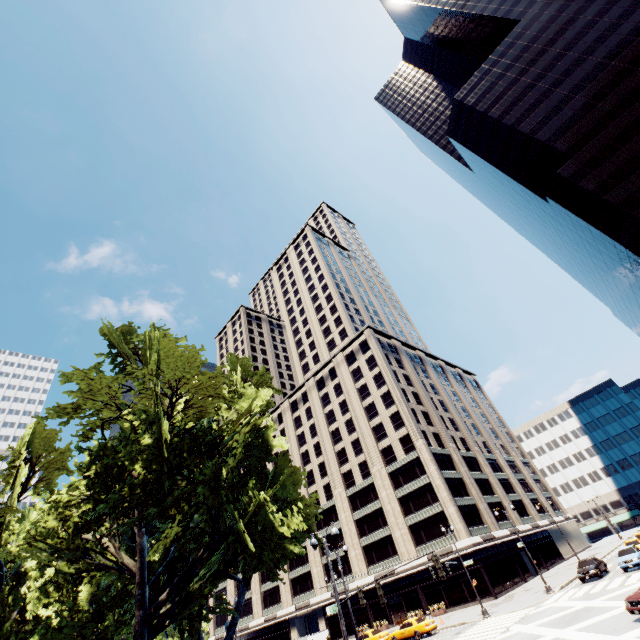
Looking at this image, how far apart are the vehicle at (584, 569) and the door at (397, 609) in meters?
24.4

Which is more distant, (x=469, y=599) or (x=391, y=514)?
(x=391, y=514)

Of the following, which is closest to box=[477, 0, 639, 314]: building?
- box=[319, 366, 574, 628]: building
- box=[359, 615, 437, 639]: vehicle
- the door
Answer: box=[319, 366, 574, 628]: building

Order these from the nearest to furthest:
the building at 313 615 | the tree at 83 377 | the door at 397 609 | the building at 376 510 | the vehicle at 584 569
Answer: the tree at 83 377
the vehicle at 584 569
the building at 376 510
the door at 397 609
the building at 313 615

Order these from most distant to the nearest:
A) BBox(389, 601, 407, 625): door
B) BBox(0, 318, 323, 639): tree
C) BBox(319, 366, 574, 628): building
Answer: BBox(389, 601, 407, 625): door
BBox(319, 366, 574, 628): building
BBox(0, 318, 323, 639): tree

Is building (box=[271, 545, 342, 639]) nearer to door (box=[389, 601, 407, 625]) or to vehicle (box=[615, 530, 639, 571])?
door (box=[389, 601, 407, 625])

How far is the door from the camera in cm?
4475

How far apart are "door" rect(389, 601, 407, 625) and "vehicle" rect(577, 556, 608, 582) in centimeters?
2445cm
